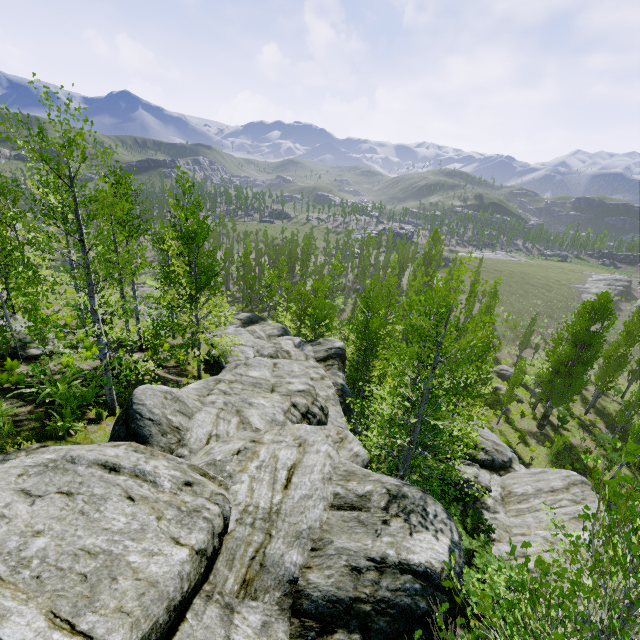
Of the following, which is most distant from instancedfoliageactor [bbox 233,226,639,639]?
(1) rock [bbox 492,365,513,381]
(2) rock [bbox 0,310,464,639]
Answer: (1) rock [bbox 492,365,513,381]

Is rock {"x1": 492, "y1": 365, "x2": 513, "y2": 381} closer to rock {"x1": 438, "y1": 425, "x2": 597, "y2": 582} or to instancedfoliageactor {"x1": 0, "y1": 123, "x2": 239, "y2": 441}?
instancedfoliageactor {"x1": 0, "y1": 123, "x2": 239, "y2": 441}

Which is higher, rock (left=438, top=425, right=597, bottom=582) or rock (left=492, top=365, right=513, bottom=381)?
rock (left=438, top=425, right=597, bottom=582)

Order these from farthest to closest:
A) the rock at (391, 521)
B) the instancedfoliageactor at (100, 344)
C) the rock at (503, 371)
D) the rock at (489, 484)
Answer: the rock at (503, 371) → the rock at (489, 484) → the instancedfoliageactor at (100, 344) → the rock at (391, 521)

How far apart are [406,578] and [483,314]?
5.7 meters

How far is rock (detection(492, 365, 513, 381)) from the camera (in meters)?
41.33

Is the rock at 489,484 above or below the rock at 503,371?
above

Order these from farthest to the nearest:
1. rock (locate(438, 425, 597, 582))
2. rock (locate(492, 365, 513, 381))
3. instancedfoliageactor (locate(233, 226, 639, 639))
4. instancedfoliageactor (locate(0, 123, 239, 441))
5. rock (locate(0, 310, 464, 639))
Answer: rock (locate(492, 365, 513, 381)) → rock (locate(438, 425, 597, 582)) → instancedfoliageactor (locate(0, 123, 239, 441)) → rock (locate(0, 310, 464, 639)) → instancedfoliageactor (locate(233, 226, 639, 639))
